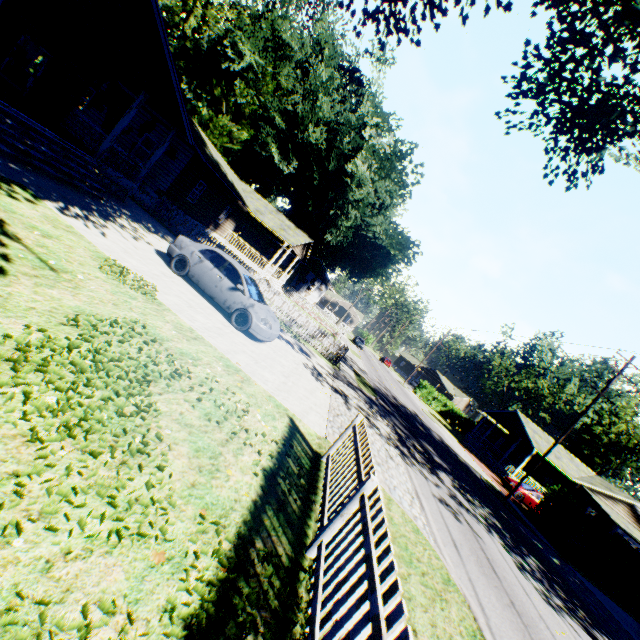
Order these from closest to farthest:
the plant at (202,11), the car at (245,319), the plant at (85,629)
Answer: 1. the plant at (85,629)
2. the car at (245,319)
3. the plant at (202,11)

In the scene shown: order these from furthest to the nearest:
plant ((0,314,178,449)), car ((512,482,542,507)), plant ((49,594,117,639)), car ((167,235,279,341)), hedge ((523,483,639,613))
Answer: car ((512,482,542,507)) → hedge ((523,483,639,613)) → car ((167,235,279,341)) → plant ((0,314,178,449)) → plant ((49,594,117,639))

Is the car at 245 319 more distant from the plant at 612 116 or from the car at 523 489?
the car at 523 489

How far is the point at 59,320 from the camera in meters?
4.6

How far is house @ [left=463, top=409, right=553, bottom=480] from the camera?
31.5m

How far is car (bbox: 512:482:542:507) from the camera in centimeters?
2623cm

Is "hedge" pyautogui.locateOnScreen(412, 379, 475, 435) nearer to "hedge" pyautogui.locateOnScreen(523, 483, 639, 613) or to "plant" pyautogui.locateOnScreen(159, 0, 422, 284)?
"plant" pyautogui.locateOnScreen(159, 0, 422, 284)

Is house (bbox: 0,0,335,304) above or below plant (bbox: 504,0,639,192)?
below
